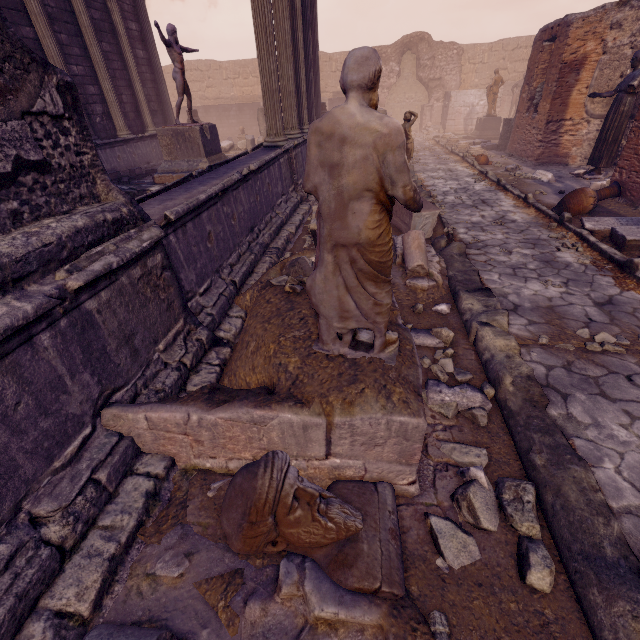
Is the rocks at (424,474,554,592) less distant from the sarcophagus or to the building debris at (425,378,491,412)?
the building debris at (425,378,491,412)

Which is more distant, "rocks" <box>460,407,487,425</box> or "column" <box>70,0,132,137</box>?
"column" <box>70,0,132,137</box>

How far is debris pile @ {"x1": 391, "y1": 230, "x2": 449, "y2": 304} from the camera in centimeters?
457cm

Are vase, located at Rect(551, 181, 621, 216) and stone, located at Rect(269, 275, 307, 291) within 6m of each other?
no

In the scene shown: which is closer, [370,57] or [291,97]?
[370,57]

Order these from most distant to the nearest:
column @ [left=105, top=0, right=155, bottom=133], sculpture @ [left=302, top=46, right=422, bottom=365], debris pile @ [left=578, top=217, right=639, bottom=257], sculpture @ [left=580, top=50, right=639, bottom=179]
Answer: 1. column @ [left=105, top=0, right=155, bottom=133]
2. sculpture @ [left=580, top=50, right=639, bottom=179]
3. debris pile @ [left=578, top=217, right=639, bottom=257]
4. sculpture @ [left=302, top=46, right=422, bottom=365]

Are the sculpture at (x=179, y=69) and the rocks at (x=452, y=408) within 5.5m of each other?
no

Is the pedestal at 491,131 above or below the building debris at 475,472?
above
